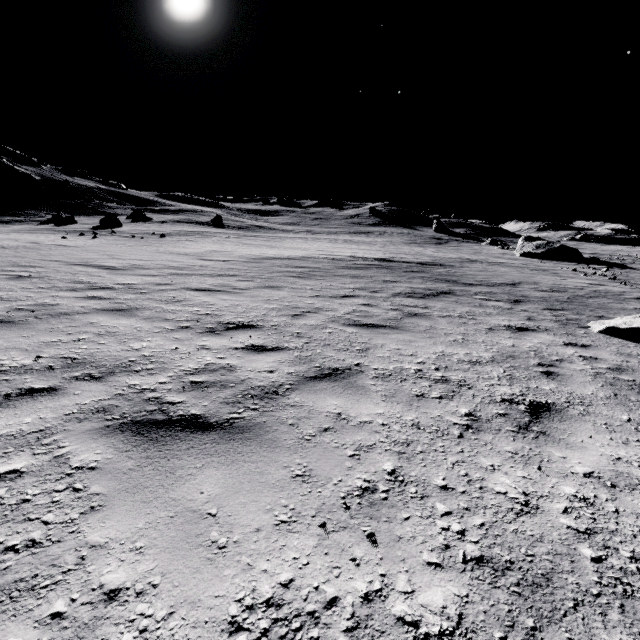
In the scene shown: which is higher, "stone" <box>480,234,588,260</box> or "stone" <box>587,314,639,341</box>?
"stone" <box>480,234,588,260</box>

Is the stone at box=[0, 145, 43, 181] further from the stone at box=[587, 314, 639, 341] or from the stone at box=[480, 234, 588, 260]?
the stone at box=[480, 234, 588, 260]

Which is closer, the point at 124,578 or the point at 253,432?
the point at 124,578

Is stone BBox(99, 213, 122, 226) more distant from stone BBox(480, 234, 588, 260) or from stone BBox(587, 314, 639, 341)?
stone BBox(480, 234, 588, 260)

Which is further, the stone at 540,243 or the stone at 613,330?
the stone at 540,243

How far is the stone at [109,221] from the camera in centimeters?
3061cm

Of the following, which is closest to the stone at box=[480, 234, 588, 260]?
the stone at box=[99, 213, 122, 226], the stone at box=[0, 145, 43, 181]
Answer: the stone at box=[99, 213, 122, 226]

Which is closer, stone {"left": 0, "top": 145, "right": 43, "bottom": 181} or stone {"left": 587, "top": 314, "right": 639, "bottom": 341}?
stone {"left": 587, "top": 314, "right": 639, "bottom": 341}
